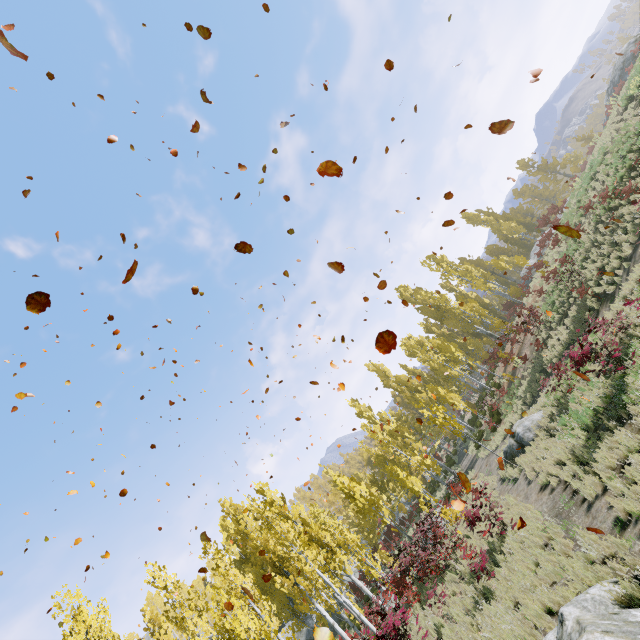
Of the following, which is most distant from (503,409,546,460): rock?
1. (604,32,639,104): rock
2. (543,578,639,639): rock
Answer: (604,32,639,104): rock

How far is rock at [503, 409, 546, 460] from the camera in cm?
1473

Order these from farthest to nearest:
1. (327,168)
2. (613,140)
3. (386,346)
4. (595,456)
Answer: (613,140)
(595,456)
(386,346)
(327,168)

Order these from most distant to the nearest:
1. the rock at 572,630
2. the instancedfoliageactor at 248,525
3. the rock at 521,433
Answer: the rock at 521,433 < the instancedfoliageactor at 248,525 < the rock at 572,630

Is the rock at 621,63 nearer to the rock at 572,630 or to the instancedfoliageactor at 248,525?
the instancedfoliageactor at 248,525

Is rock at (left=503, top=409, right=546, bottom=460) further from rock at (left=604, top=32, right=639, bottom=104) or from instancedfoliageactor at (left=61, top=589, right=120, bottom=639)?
rock at (left=604, top=32, right=639, bottom=104)

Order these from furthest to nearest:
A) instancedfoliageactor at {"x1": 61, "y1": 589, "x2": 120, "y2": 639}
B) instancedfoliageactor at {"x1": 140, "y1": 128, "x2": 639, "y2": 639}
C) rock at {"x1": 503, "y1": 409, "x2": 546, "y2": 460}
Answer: rock at {"x1": 503, "y1": 409, "x2": 546, "y2": 460} < instancedfoliageactor at {"x1": 61, "y1": 589, "x2": 120, "y2": 639} < instancedfoliageactor at {"x1": 140, "y1": 128, "x2": 639, "y2": 639}

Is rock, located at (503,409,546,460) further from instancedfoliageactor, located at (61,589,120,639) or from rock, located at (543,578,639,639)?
rock, located at (543,578,639,639)
